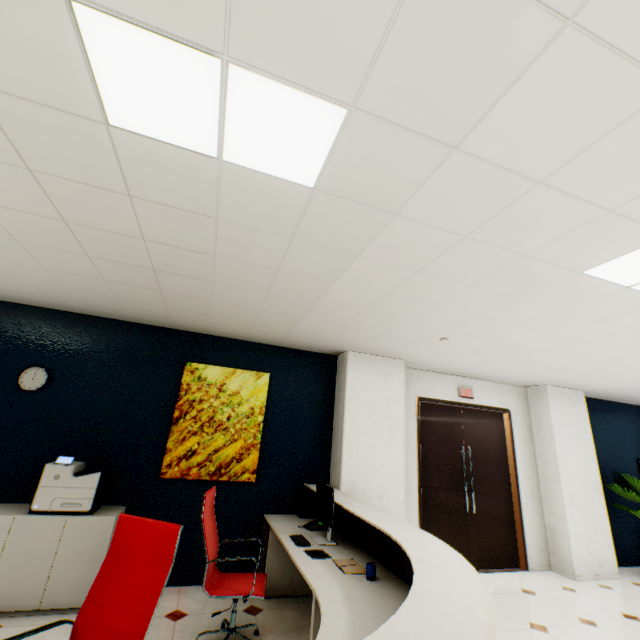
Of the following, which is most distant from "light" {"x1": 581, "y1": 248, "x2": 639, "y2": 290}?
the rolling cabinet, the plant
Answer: the plant

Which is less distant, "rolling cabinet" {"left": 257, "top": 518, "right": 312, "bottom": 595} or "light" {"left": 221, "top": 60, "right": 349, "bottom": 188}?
"light" {"left": 221, "top": 60, "right": 349, "bottom": 188}

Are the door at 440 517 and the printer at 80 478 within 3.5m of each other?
no

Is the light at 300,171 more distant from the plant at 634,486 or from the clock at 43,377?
the plant at 634,486

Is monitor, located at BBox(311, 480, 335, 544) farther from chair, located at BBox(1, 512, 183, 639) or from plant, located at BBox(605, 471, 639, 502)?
plant, located at BBox(605, 471, 639, 502)

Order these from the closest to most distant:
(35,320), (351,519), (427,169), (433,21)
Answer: (433,21)
(427,169)
(351,519)
(35,320)

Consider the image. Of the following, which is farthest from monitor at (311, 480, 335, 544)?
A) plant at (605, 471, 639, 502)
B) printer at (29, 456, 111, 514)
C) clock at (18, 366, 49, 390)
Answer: plant at (605, 471, 639, 502)

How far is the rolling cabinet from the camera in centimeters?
365cm
